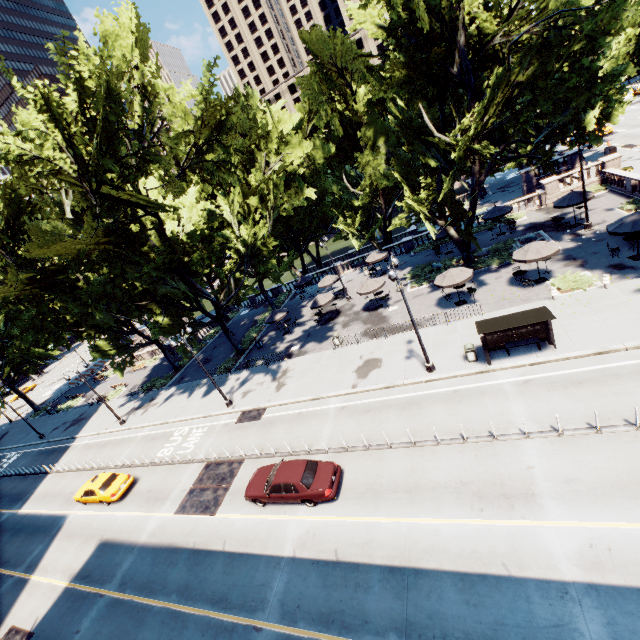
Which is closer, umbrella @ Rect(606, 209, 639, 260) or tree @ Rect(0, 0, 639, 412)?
tree @ Rect(0, 0, 639, 412)

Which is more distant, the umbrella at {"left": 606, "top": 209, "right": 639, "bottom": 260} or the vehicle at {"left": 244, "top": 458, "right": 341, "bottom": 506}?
the umbrella at {"left": 606, "top": 209, "right": 639, "bottom": 260}

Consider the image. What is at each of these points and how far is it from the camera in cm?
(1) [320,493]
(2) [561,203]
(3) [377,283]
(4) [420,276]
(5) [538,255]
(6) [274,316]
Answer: (1) vehicle, 1438
(2) umbrella, 2673
(3) umbrella, 2889
(4) bush, 3144
(5) umbrella, 2100
(6) umbrella, 3338

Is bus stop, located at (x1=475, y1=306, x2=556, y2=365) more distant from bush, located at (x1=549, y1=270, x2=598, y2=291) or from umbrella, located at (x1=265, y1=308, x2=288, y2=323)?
umbrella, located at (x1=265, y1=308, x2=288, y2=323)

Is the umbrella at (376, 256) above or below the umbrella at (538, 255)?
above

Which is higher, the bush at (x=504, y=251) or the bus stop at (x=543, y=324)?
the bus stop at (x=543, y=324)

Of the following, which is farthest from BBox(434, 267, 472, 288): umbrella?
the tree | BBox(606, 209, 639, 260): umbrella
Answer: BBox(606, 209, 639, 260): umbrella

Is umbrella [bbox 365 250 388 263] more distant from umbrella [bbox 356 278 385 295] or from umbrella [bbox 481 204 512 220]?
umbrella [bbox 481 204 512 220]
